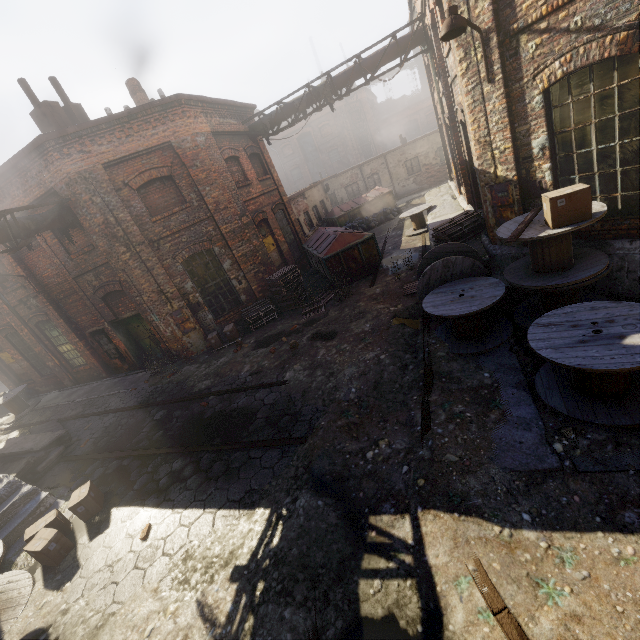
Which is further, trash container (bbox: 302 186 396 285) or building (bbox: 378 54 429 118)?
building (bbox: 378 54 429 118)

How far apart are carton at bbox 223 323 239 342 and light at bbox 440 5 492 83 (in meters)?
9.54

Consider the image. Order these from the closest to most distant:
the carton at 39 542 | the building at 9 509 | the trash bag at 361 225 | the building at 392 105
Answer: the carton at 39 542 → the building at 9 509 → the trash bag at 361 225 → the building at 392 105

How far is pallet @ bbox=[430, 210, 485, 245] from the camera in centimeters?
880cm

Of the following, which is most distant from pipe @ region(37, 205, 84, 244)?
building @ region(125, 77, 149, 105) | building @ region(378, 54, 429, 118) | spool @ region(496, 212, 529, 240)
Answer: building @ region(378, 54, 429, 118)

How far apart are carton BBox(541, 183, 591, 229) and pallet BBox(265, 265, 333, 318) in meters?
8.4

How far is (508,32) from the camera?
5.6 meters

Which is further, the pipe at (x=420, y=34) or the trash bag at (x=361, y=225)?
the trash bag at (x=361, y=225)
